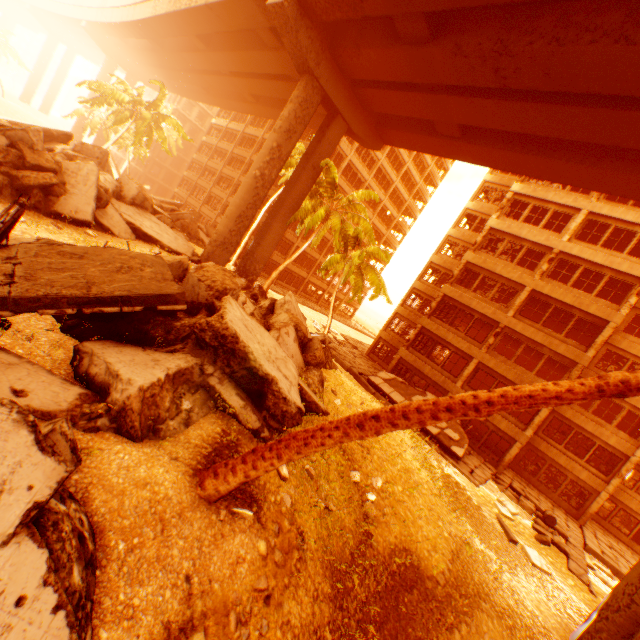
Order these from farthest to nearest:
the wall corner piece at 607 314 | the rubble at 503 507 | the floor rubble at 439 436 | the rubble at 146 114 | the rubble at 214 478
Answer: the rubble at 146 114
the wall corner piece at 607 314
the floor rubble at 439 436
the rubble at 503 507
the rubble at 214 478

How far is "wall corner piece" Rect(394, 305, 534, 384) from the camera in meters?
21.0

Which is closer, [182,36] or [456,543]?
[456,543]

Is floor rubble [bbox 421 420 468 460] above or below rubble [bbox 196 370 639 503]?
below

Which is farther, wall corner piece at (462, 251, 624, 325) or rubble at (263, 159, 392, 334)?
rubble at (263, 159, 392, 334)

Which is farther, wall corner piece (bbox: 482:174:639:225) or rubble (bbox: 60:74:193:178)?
rubble (bbox: 60:74:193:178)

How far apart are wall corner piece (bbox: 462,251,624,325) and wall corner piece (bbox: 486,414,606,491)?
8.06m

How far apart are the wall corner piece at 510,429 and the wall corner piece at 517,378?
2.1m
